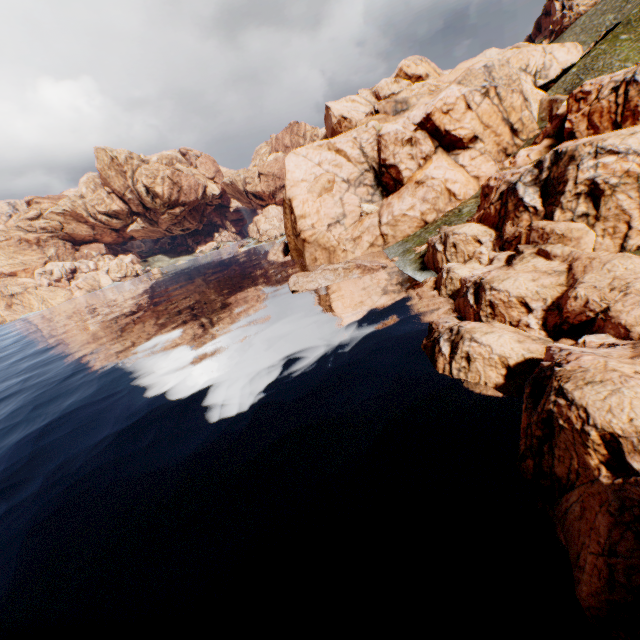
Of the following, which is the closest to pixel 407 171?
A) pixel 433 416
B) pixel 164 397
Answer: pixel 433 416
